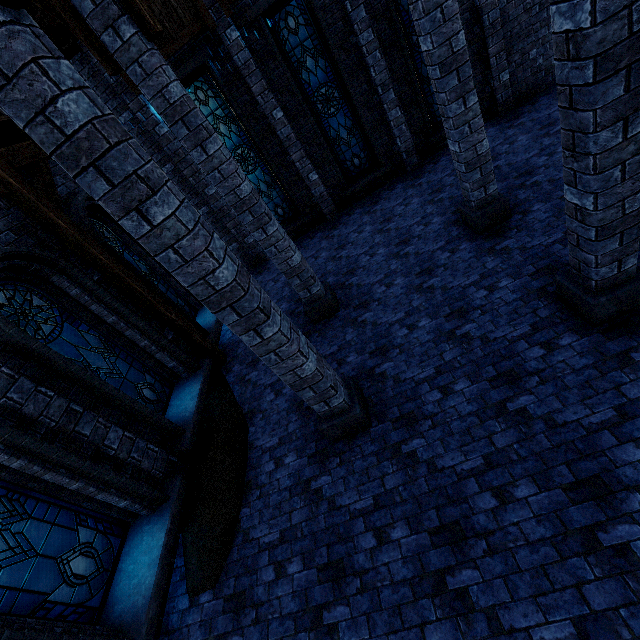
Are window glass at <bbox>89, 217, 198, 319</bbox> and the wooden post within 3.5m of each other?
yes

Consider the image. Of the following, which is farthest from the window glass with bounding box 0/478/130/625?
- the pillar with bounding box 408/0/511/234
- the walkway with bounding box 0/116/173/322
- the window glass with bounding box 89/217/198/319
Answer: the pillar with bounding box 408/0/511/234

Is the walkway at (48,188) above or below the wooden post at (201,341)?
above

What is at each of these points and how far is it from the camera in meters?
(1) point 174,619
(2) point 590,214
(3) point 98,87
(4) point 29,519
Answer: (1) walkway, 4.6 m
(2) pillar, 3.4 m
(3) building, 8.3 m
(4) window glass, 4.2 m

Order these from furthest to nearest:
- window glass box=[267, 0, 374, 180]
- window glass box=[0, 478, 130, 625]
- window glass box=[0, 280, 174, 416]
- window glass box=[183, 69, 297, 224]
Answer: window glass box=[183, 69, 297, 224] < window glass box=[267, 0, 374, 180] < window glass box=[0, 280, 174, 416] < window glass box=[0, 478, 130, 625]

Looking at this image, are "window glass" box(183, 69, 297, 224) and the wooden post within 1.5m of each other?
no

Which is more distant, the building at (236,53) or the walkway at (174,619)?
the building at (236,53)

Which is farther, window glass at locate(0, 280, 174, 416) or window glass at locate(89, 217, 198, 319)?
window glass at locate(89, 217, 198, 319)
